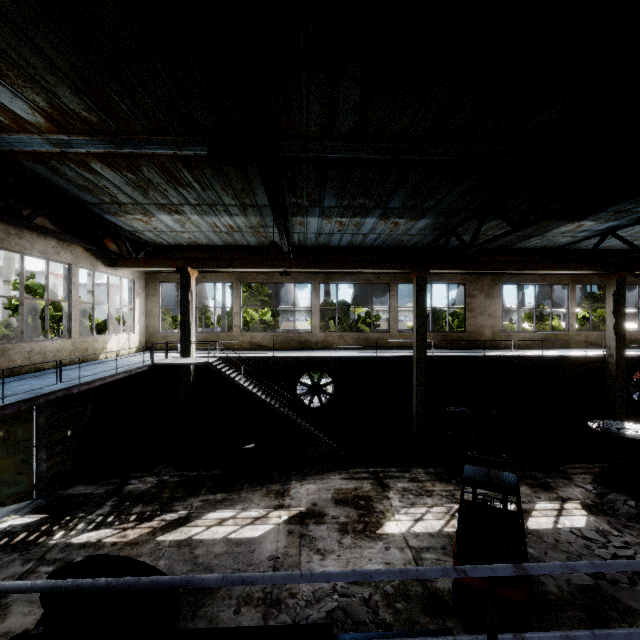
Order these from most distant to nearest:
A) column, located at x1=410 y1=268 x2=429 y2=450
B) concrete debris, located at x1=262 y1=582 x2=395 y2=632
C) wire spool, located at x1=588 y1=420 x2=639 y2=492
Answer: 1. column, located at x1=410 y1=268 x2=429 y2=450
2. wire spool, located at x1=588 y1=420 x2=639 y2=492
3. concrete debris, located at x1=262 y1=582 x2=395 y2=632

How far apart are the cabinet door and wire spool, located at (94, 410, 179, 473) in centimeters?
1483cm

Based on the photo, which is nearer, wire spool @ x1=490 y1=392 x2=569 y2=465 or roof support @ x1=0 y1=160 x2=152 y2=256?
roof support @ x1=0 y1=160 x2=152 y2=256

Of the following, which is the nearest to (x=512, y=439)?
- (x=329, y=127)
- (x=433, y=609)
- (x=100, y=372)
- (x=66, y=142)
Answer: (x=433, y=609)

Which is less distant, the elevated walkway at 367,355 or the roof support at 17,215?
the roof support at 17,215

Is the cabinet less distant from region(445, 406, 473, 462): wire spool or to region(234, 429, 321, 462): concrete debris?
region(445, 406, 473, 462): wire spool

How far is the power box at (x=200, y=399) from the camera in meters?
16.4

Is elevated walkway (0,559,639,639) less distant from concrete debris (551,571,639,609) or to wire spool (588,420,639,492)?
wire spool (588,420,639,492)
